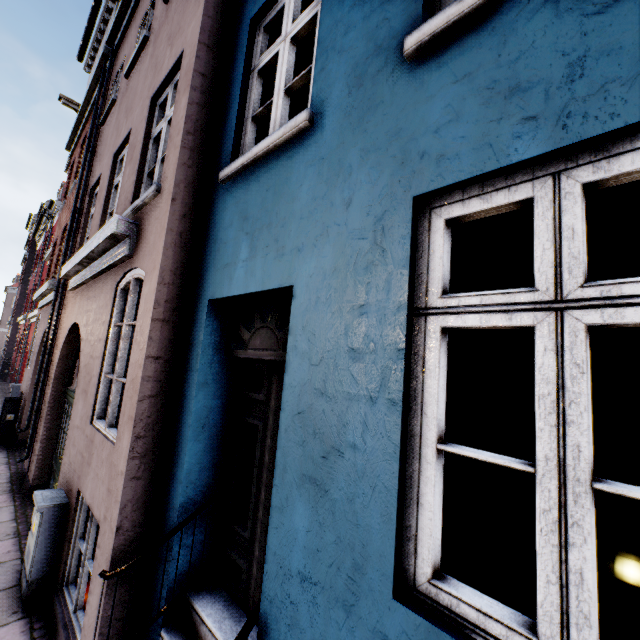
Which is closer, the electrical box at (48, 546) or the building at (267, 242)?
the building at (267, 242)

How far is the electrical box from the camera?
3.7 meters

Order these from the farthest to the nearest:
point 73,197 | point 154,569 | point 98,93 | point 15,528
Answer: point 73,197, point 98,93, point 15,528, point 154,569

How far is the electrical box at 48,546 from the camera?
3.7m

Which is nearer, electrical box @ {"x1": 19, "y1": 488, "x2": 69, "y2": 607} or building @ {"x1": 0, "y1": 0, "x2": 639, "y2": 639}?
building @ {"x1": 0, "y1": 0, "x2": 639, "y2": 639}

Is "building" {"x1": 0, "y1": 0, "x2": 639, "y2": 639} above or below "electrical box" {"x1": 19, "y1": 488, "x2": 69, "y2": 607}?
above
